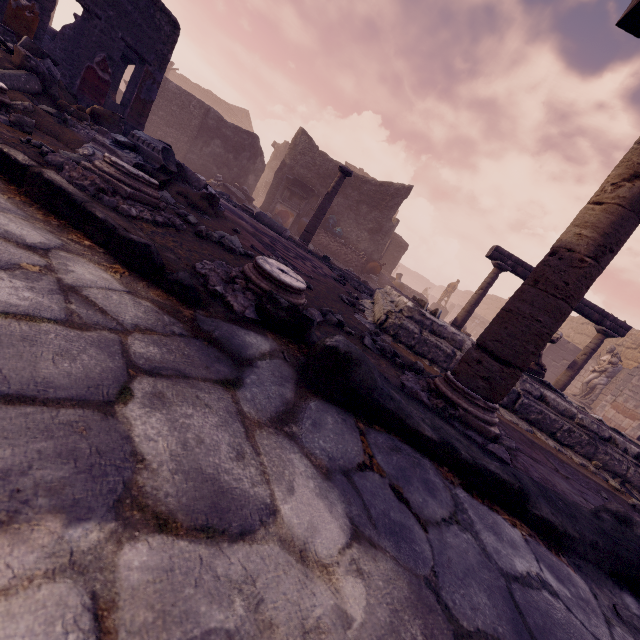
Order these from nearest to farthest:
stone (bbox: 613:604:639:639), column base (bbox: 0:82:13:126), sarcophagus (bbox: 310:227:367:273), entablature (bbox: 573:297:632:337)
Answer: stone (bbox: 613:604:639:639), column base (bbox: 0:82:13:126), entablature (bbox: 573:297:632:337), sarcophagus (bbox: 310:227:367:273)

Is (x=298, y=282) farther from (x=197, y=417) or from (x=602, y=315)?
(x=602, y=315)

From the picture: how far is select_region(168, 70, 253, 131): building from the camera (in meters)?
36.12

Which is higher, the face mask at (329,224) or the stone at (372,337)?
the face mask at (329,224)

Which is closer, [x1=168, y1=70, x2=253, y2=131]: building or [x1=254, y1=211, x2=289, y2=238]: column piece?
[x1=254, y1=211, x2=289, y2=238]: column piece

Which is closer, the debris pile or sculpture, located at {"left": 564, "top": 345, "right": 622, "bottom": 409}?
the debris pile

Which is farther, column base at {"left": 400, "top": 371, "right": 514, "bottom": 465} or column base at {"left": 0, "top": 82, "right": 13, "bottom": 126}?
column base at {"left": 0, "top": 82, "right": 13, "bottom": 126}

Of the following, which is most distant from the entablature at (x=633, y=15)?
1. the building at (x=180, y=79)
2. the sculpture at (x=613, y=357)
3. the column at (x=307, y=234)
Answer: the building at (x=180, y=79)
